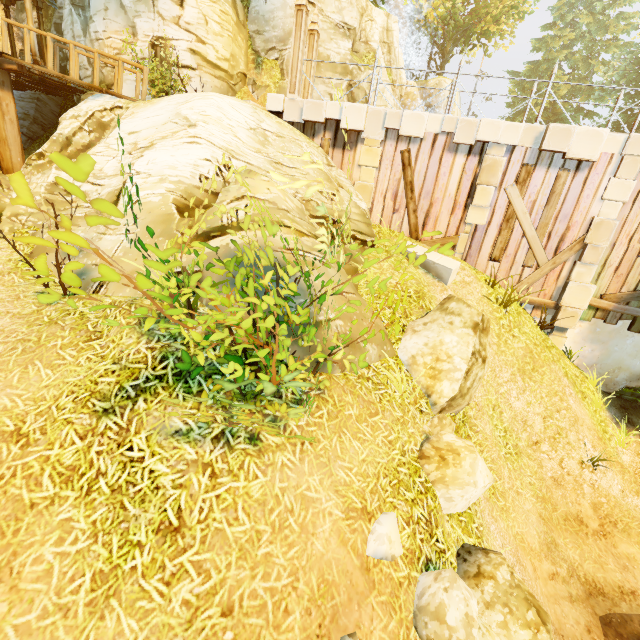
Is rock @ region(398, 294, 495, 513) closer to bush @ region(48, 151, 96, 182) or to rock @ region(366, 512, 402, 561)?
rock @ region(366, 512, 402, 561)

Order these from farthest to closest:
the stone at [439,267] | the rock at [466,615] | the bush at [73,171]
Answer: the stone at [439,267] → the rock at [466,615] → the bush at [73,171]

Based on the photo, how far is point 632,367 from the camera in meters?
9.9 m

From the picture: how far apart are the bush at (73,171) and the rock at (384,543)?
3.7m

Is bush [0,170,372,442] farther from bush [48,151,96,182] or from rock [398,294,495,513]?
rock [398,294,495,513]

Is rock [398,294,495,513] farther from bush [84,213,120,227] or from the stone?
bush [84,213,120,227]

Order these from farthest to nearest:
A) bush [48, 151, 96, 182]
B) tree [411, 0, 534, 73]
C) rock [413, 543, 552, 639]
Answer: tree [411, 0, 534, 73] < rock [413, 543, 552, 639] < bush [48, 151, 96, 182]

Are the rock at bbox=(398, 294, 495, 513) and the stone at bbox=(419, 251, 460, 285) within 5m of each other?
yes
